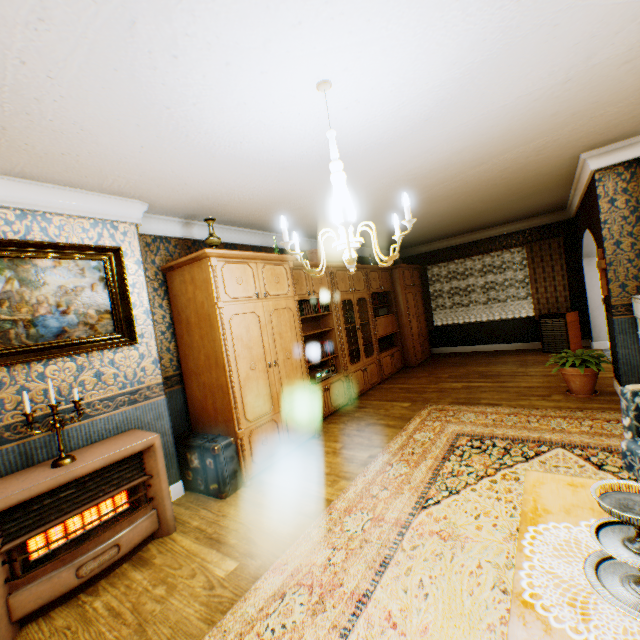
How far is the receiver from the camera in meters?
5.1

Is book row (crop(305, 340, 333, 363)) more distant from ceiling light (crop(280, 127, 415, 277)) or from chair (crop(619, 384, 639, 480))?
chair (crop(619, 384, 639, 480))

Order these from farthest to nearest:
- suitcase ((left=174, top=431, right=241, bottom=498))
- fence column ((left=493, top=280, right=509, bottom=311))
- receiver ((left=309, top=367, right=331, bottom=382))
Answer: fence column ((left=493, top=280, right=509, bottom=311)) → receiver ((left=309, top=367, right=331, bottom=382)) → suitcase ((left=174, top=431, right=241, bottom=498))

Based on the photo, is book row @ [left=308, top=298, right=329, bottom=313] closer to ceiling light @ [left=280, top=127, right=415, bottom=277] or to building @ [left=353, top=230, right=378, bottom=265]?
building @ [left=353, top=230, right=378, bottom=265]

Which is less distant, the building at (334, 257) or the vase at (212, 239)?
the vase at (212, 239)

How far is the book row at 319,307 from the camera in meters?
5.4 m

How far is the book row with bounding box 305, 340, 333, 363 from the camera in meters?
5.2

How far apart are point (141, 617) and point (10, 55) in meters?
3.2
